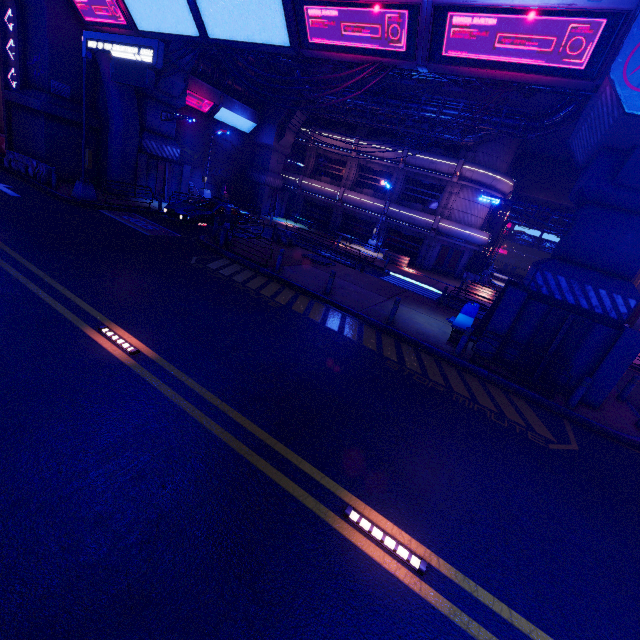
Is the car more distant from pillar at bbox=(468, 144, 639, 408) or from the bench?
pillar at bbox=(468, 144, 639, 408)

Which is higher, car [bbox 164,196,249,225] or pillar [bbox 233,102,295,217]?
pillar [bbox 233,102,295,217]

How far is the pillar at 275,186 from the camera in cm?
3045

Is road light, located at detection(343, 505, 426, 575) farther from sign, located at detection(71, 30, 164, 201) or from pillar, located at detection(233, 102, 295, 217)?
pillar, located at detection(233, 102, 295, 217)

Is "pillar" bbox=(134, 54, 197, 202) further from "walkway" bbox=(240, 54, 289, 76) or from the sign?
the sign

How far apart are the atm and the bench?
25.8 meters

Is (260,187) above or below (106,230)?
above

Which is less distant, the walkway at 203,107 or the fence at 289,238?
the fence at 289,238
